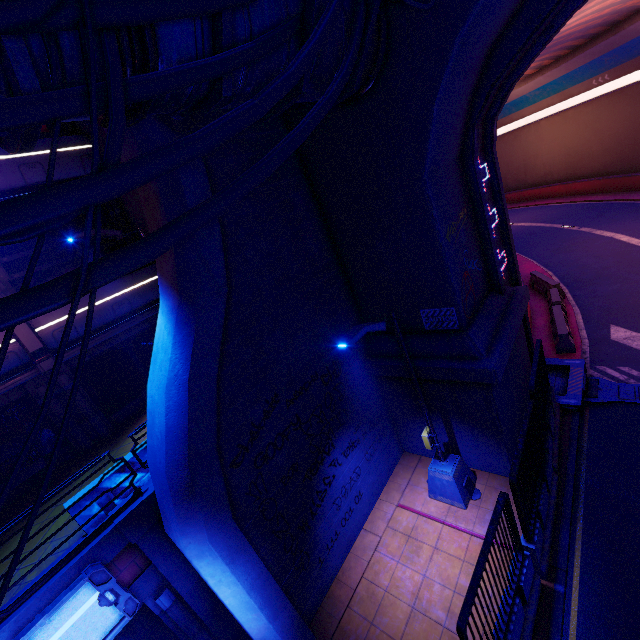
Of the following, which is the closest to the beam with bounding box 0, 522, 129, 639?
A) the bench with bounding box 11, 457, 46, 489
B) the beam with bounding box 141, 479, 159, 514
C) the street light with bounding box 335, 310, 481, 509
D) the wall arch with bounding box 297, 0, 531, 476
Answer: the beam with bounding box 141, 479, 159, 514

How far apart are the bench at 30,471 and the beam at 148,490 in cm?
479

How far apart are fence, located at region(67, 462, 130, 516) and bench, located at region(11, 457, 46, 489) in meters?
3.8 m

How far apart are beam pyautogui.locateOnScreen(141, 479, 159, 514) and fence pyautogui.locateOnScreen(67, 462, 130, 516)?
0.31m

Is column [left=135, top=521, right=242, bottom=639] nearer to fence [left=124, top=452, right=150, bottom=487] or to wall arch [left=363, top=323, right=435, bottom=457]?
fence [left=124, top=452, right=150, bottom=487]

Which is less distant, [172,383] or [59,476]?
[172,383]

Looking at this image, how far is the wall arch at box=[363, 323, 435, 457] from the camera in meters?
9.2 m

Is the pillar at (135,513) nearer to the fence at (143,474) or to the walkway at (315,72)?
the fence at (143,474)
